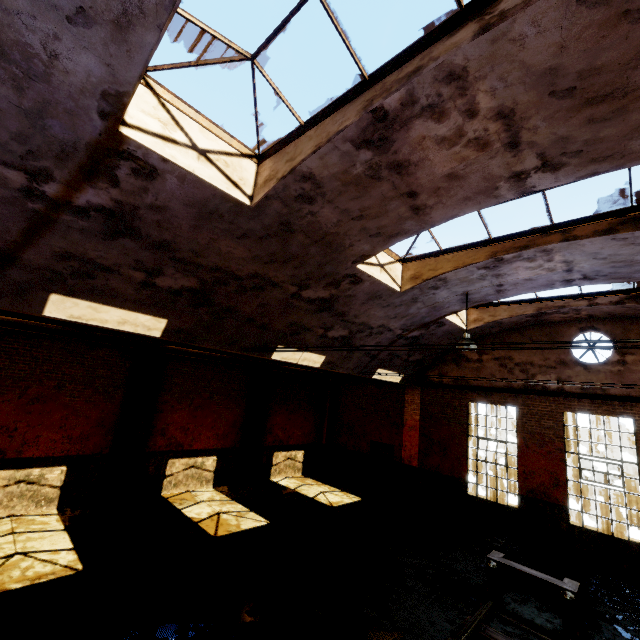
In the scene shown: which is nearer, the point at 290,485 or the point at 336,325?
the point at 336,325

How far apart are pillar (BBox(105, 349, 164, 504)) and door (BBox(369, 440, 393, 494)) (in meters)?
10.09

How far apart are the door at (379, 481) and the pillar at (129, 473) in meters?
10.1

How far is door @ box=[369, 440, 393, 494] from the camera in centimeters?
1498cm

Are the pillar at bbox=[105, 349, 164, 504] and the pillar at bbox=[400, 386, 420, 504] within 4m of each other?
no

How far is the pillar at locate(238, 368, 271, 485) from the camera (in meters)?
13.89

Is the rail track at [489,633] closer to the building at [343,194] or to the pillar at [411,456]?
the building at [343,194]

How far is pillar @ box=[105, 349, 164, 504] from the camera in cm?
Answer: 1045
